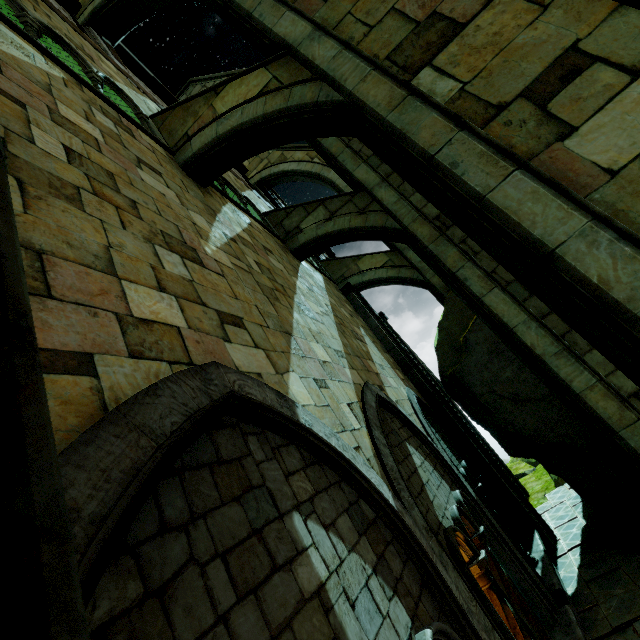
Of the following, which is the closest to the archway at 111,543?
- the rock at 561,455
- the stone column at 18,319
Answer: the stone column at 18,319

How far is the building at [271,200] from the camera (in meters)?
11.03

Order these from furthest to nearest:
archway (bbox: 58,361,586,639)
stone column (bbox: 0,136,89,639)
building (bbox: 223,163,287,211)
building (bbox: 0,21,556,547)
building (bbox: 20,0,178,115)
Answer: building (bbox: 223,163,287,211)
building (bbox: 20,0,178,115)
building (bbox: 0,21,556,547)
archway (bbox: 58,361,586,639)
stone column (bbox: 0,136,89,639)

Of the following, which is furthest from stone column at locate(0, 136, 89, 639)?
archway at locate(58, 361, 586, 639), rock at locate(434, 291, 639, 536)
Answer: rock at locate(434, 291, 639, 536)

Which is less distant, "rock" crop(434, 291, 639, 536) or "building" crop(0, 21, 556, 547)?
"building" crop(0, 21, 556, 547)

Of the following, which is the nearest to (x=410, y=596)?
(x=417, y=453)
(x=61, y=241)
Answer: (x=417, y=453)

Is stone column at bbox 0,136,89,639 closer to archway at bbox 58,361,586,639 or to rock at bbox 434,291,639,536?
archway at bbox 58,361,586,639
